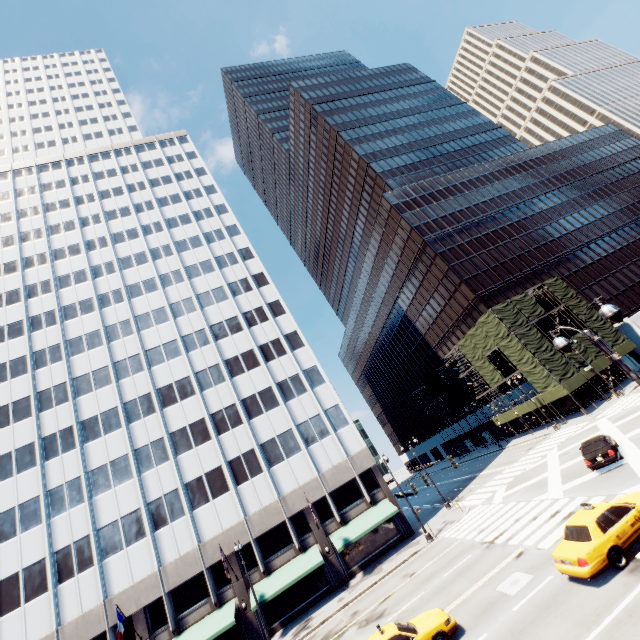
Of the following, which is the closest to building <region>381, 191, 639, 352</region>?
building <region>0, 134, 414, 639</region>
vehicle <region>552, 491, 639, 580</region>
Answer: building <region>0, 134, 414, 639</region>

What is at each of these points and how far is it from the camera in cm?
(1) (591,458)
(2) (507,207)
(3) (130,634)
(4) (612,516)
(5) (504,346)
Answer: (1) vehicle, 1997
(2) building, 5972
(3) building, 2641
(4) vehicle, 1223
(5) scaffolding, 4241

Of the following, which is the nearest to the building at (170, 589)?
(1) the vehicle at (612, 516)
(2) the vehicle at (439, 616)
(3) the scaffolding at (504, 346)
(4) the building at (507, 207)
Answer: (2) the vehicle at (439, 616)

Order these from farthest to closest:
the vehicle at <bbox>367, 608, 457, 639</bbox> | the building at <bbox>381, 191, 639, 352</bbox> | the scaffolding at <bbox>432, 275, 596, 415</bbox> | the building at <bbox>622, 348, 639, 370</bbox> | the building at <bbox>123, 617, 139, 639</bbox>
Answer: the building at <bbox>381, 191, 639, 352</bbox> < the building at <bbox>622, 348, 639, 370</bbox> < the scaffolding at <bbox>432, 275, 596, 415</bbox> < the building at <bbox>123, 617, 139, 639</bbox> < the vehicle at <bbox>367, 608, 457, 639</bbox>

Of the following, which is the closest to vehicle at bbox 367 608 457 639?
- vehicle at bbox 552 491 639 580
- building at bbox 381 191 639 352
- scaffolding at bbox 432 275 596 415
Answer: vehicle at bbox 552 491 639 580

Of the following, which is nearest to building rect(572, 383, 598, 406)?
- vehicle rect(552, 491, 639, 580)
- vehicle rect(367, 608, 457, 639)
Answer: vehicle rect(552, 491, 639, 580)

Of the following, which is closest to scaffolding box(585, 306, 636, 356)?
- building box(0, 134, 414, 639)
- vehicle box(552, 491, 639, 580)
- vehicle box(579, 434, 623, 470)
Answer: vehicle box(579, 434, 623, 470)

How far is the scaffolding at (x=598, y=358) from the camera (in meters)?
38.91
